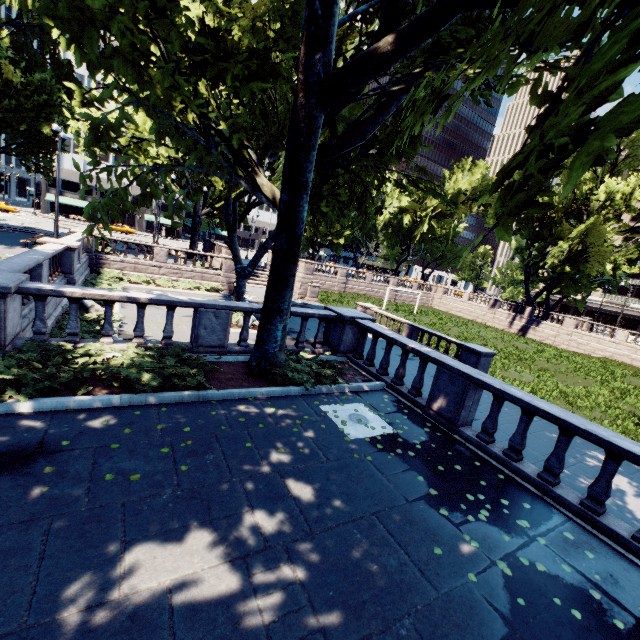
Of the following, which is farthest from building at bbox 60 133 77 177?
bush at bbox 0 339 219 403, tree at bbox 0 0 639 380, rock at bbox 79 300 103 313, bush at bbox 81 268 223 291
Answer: bush at bbox 0 339 219 403

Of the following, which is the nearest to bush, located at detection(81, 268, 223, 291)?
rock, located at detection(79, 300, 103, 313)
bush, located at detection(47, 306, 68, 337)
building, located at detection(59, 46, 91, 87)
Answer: rock, located at detection(79, 300, 103, 313)

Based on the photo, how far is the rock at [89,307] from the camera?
14.3m

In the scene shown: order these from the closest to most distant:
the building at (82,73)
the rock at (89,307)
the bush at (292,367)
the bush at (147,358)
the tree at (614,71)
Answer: the tree at (614,71) < the bush at (147,358) < the bush at (292,367) < the rock at (89,307) < the building at (82,73)

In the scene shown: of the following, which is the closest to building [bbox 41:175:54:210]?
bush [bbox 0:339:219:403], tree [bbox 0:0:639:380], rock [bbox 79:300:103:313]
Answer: tree [bbox 0:0:639:380]

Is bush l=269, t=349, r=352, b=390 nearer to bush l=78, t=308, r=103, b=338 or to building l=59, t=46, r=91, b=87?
bush l=78, t=308, r=103, b=338

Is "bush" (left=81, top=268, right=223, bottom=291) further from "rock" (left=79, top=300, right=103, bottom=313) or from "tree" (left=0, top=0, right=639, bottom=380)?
"tree" (left=0, top=0, right=639, bottom=380)

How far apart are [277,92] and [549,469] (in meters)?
17.07
